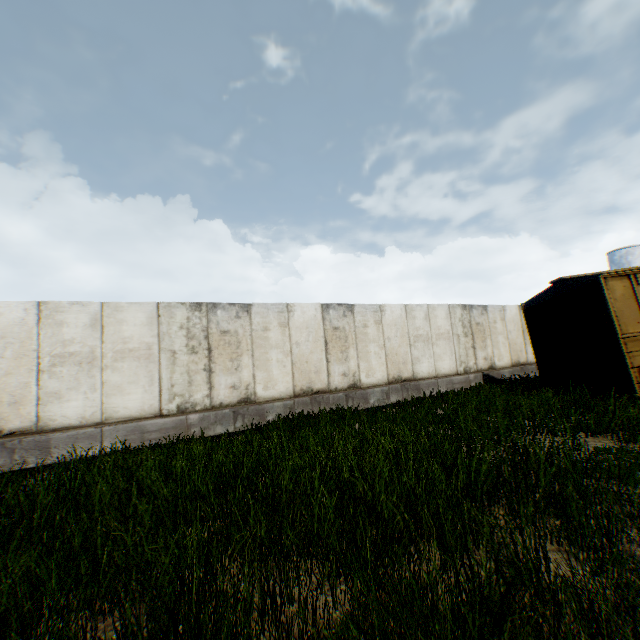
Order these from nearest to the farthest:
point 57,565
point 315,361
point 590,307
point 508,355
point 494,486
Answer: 1. point 57,565
2. point 494,486
3. point 590,307
4. point 315,361
5. point 508,355

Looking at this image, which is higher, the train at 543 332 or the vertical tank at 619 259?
the vertical tank at 619 259

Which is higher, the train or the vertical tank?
the vertical tank

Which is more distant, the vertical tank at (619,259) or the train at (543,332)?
the vertical tank at (619,259)

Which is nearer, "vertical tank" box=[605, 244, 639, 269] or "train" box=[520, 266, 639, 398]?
"train" box=[520, 266, 639, 398]
